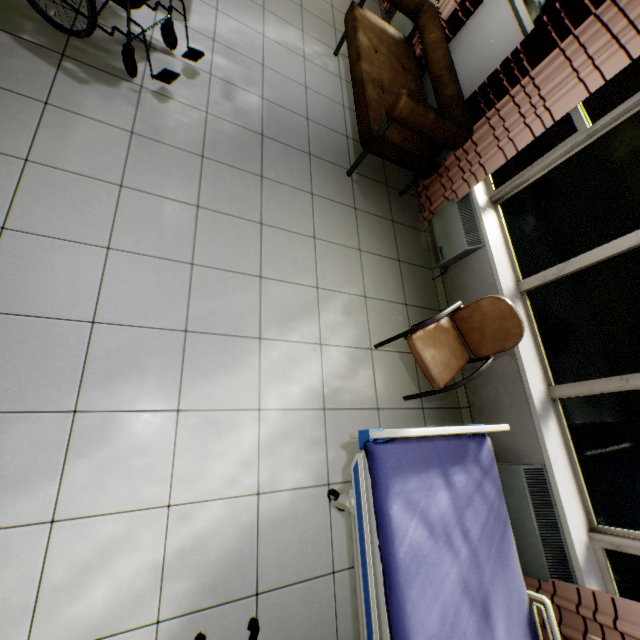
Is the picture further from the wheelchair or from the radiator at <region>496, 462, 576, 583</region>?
the radiator at <region>496, 462, 576, 583</region>

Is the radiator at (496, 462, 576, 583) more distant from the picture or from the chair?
the picture

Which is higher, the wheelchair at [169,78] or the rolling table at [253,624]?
the wheelchair at [169,78]

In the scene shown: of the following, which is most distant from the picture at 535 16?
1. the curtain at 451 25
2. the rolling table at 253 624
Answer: the rolling table at 253 624

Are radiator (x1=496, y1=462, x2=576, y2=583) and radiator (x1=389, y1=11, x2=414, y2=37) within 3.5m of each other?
no

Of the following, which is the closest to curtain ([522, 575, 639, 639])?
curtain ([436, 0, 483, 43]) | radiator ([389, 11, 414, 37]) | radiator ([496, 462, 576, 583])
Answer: radiator ([496, 462, 576, 583])

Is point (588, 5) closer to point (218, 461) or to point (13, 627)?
point (218, 461)

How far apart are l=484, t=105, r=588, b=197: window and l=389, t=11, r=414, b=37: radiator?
2.41m
